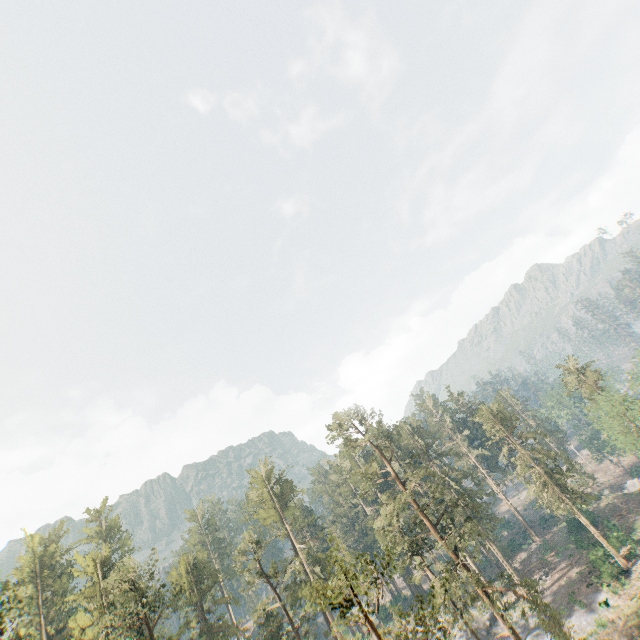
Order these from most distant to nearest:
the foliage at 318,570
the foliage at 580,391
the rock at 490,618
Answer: the rock at 490,618 → the foliage at 580,391 → the foliage at 318,570

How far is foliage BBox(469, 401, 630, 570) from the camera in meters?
43.1

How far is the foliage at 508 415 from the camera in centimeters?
4309cm

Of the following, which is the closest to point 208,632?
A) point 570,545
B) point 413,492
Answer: point 413,492

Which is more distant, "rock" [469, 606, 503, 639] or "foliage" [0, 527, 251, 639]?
"rock" [469, 606, 503, 639]

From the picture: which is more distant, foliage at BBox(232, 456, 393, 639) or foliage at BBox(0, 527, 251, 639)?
→ foliage at BBox(0, 527, 251, 639)

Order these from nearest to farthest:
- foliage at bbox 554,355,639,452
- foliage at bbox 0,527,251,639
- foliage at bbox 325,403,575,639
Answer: foliage at bbox 325,403,575,639 < foliage at bbox 0,527,251,639 < foliage at bbox 554,355,639,452
